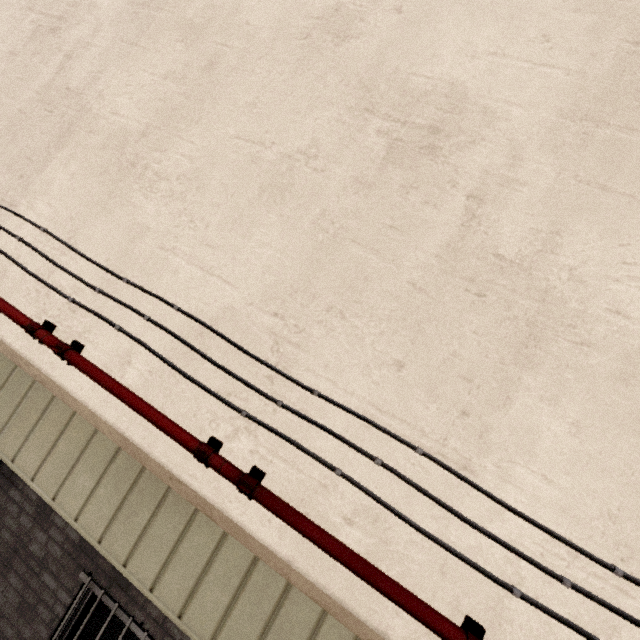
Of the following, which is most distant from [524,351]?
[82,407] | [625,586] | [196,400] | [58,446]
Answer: [58,446]
